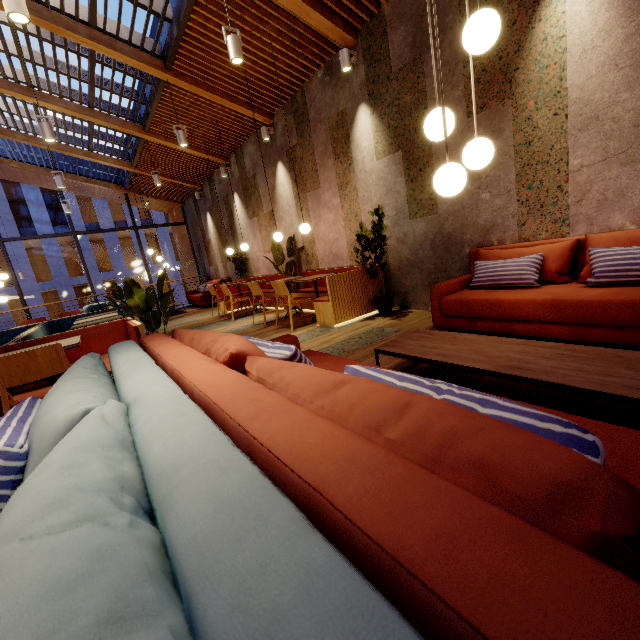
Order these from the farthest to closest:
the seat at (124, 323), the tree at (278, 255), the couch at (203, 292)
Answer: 1. the couch at (203, 292)
2. the tree at (278, 255)
3. the seat at (124, 323)

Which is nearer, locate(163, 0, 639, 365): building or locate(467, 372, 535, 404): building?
locate(467, 372, 535, 404): building

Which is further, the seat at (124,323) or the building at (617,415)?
the seat at (124,323)

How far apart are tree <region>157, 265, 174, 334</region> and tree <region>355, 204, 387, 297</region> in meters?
2.8 m

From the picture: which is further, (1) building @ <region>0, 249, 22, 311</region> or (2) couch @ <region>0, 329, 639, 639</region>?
(1) building @ <region>0, 249, 22, 311</region>

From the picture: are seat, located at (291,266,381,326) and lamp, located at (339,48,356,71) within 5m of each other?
yes

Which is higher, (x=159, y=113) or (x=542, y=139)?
(x=159, y=113)

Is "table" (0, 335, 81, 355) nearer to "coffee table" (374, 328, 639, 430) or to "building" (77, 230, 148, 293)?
"coffee table" (374, 328, 639, 430)
